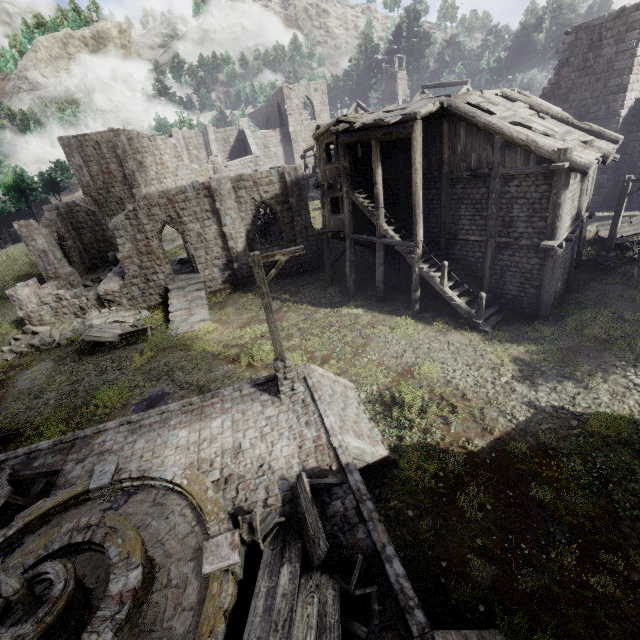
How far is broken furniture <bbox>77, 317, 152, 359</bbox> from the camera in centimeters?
1884cm

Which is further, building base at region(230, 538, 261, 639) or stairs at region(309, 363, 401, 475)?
stairs at region(309, 363, 401, 475)

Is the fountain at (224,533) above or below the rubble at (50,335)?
above

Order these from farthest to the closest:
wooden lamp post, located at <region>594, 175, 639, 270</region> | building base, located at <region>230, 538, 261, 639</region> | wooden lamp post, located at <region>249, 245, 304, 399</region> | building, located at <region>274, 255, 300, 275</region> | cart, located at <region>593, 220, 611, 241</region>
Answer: building, located at <region>274, 255, 300, 275</region>, cart, located at <region>593, 220, 611, 241</region>, wooden lamp post, located at <region>594, 175, 639, 270</region>, wooden lamp post, located at <region>249, 245, 304, 399</region>, building base, located at <region>230, 538, 261, 639</region>

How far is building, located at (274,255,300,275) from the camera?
25.0 meters

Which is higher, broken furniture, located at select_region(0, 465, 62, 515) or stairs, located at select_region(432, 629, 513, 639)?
broken furniture, located at select_region(0, 465, 62, 515)

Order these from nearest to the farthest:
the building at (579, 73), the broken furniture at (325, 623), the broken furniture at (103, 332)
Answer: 1. the broken furniture at (325, 623)
2. the building at (579, 73)
3. the broken furniture at (103, 332)

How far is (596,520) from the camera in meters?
7.5 m
